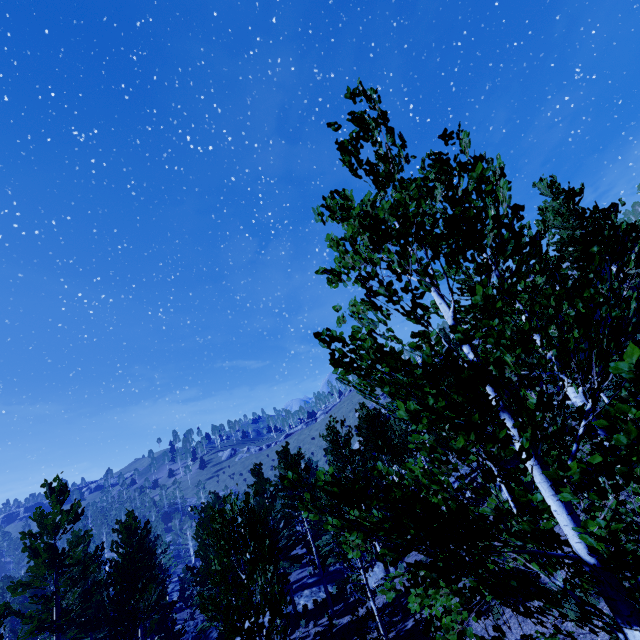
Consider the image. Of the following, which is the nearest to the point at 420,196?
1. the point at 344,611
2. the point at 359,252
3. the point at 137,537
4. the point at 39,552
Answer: the point at 359,252

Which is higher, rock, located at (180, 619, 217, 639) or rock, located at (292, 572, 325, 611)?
rock, located at (180, 619, 217, 639)

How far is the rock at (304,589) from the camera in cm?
2514

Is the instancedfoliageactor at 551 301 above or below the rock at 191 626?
above

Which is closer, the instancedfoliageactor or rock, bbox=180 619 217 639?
the instancedfoliageactor

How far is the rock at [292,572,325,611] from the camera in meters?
25.1 m

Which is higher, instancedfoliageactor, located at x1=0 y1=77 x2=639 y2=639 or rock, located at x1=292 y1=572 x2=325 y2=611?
instancedfoliageactor, located at x1=0 y1=77 x2=639 y2=639
